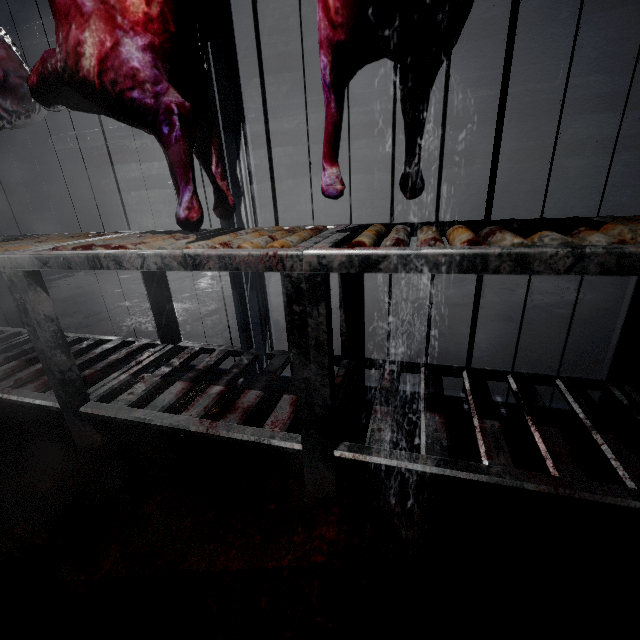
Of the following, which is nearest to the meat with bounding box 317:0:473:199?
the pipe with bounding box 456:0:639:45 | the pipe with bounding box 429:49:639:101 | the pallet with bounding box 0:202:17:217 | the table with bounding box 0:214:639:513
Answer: the table with bounding box 0:214:639:513

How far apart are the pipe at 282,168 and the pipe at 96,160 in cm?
11

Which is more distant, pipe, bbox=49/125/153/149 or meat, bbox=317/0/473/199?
pipe, bbox=49/125/153/149

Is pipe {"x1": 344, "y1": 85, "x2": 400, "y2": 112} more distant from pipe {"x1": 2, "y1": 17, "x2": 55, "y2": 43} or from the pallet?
the pallet

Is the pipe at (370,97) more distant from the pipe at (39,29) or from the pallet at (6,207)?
the pallet at (6,207)

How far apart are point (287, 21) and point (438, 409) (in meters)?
4.64

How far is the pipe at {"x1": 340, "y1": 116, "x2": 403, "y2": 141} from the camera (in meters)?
3.61

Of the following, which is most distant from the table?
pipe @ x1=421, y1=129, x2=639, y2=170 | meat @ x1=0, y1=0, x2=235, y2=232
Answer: pipe @ x1=421, y1=129, x2=639, y2=170
